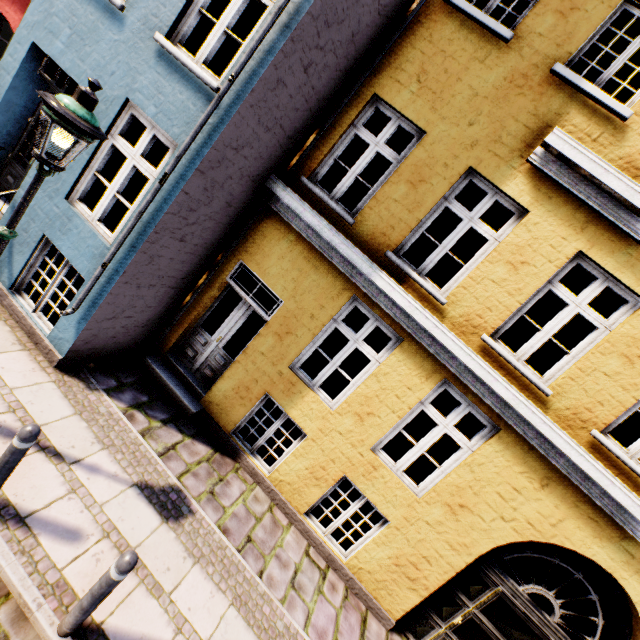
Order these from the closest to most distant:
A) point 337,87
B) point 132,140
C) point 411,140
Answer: point 337,87, point 132,140, point 411,140

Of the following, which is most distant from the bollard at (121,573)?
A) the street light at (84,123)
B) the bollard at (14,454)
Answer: the street light at (84,123)

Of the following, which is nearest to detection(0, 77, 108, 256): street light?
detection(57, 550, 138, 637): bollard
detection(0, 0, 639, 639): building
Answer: detection(0, 0, 639, 639): building

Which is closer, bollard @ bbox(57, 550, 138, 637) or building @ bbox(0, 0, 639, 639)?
bollard @ bbox(57, 550, 138, 637)

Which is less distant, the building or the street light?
the street light

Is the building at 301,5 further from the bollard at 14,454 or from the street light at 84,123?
the bollard at 14,454

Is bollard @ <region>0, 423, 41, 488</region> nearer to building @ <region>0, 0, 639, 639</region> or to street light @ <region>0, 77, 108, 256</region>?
street light @ <region>0, 77, 108, 256</region>
